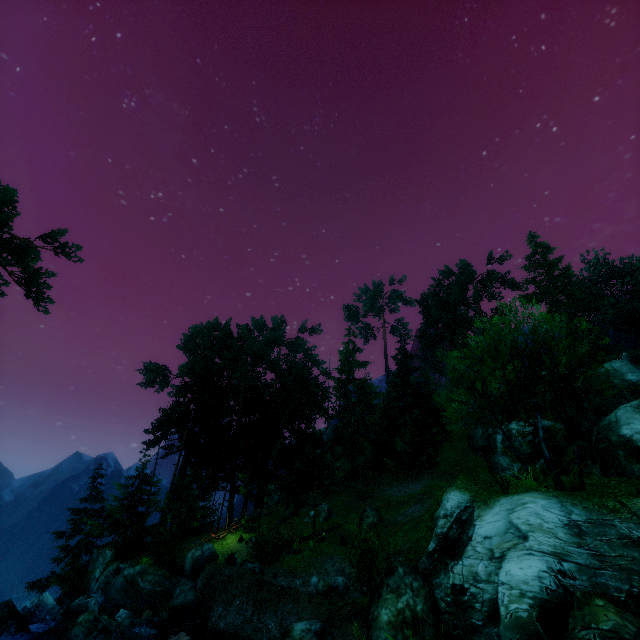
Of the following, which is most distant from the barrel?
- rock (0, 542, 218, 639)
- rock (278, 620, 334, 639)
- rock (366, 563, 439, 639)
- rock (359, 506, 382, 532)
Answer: rock (359, 506, 382, 532)

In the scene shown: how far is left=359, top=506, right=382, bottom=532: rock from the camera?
23.55m

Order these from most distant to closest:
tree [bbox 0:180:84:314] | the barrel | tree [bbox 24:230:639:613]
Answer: tree [bbox 0:180:84:314]
tree [bbox 24:230:639:613]
the barrel

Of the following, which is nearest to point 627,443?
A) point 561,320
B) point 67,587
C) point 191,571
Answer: point 561,320

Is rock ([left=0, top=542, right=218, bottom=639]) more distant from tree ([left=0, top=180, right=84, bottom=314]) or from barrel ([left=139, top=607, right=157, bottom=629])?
tree ([left=0, top=180, right=84, bottom=314])

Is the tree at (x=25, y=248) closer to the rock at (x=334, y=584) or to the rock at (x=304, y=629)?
the rock at (x=334, y=584)

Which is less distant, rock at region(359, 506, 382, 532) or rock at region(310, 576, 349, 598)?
rock at region(310, 576, 349, 598)

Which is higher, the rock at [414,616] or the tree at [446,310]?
the tree at [446,310]
